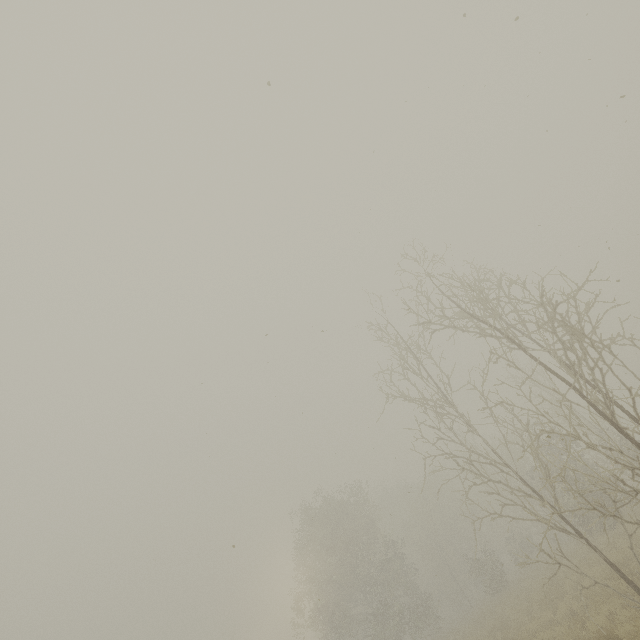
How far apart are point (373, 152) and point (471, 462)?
10.7m
